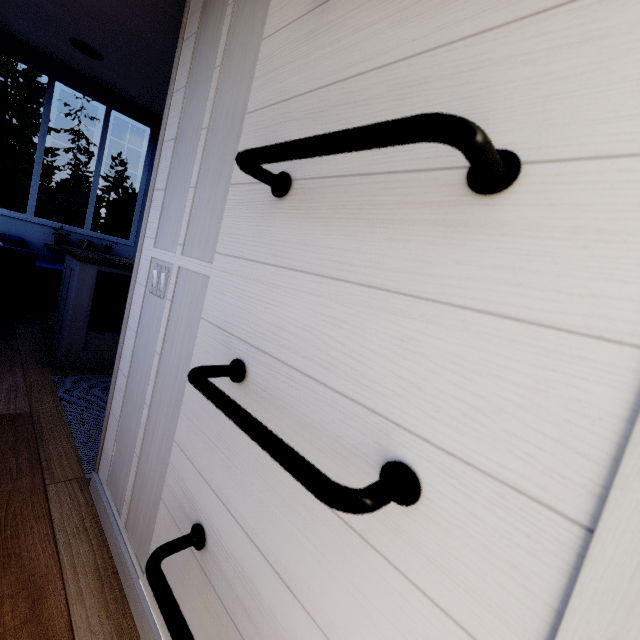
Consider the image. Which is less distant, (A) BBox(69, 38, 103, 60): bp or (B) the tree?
(B) the tree

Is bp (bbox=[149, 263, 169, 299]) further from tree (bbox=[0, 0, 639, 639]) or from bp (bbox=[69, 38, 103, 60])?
bp (bbox=[69, 38, 103, 60])

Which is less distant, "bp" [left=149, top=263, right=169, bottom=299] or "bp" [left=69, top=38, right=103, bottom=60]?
"bp" [left=149, top=263, right=169, bottom=299]

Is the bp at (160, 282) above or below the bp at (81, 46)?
below

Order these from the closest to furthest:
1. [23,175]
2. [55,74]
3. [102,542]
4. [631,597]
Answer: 1. [631,597]
2. [102,542]
3. [55,74]
4. [23,175]

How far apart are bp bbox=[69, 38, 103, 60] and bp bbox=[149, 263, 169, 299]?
2.2m

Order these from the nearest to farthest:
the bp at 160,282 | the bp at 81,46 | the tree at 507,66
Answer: the tree at 507,66, the bp at 160,282, the bp at 81,46
